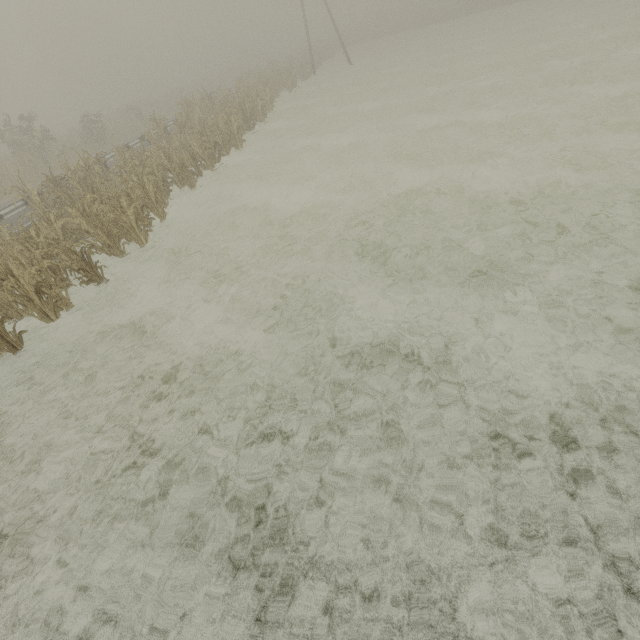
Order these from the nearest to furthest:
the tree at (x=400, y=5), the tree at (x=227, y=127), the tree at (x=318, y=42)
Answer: the tree at (x=227, y=127) → the tree at (x=318, y=42) → the tree at (x=400, y=5)

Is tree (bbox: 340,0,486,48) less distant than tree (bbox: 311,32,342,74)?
No

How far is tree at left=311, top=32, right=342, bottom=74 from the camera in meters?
37.3

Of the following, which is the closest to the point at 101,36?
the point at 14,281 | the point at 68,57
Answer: the point at 68,57

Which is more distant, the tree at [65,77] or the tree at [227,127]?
the tree at [65,77]

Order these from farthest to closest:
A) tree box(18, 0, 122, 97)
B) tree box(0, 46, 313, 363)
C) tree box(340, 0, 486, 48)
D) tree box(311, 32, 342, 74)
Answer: tree box(18, 0, 122, 97)
tree box(340, 0, 486, 48)
tree box(311, 32, 342, 74)
tree box(0, 46, 313, 363)
